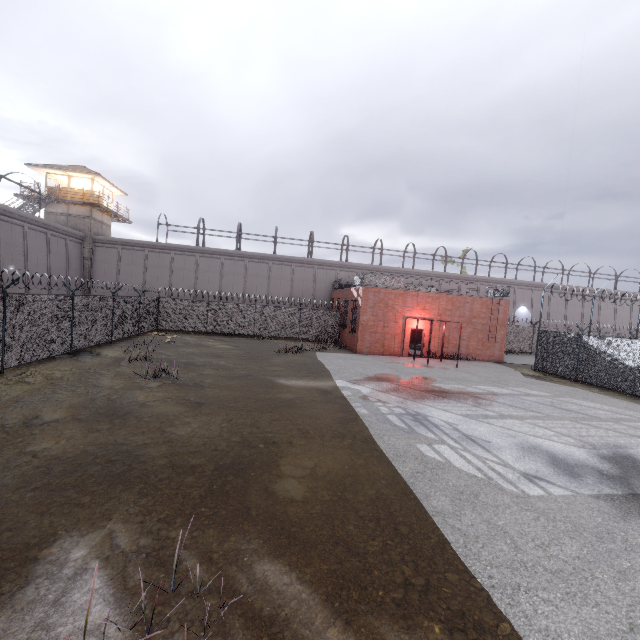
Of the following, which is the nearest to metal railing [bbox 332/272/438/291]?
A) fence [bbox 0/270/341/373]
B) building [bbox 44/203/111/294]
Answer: fence [bbox 0/270/341/373]

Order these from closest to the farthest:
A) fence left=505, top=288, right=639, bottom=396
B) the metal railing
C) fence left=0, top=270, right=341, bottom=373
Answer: fence left=0, top=270, right=341, bottom=373 → fence left=505, top=288, right=639, bottom=396 → the metal railing

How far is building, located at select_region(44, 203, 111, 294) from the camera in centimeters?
3067cm

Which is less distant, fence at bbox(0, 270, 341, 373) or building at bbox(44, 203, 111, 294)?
fence at bbox(0, 270, 341, 373)

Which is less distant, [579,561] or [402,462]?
[579,561]

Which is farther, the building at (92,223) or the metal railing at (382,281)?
the building at (92,223)

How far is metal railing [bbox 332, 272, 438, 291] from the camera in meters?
23.6 m

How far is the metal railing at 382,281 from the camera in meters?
23.6
